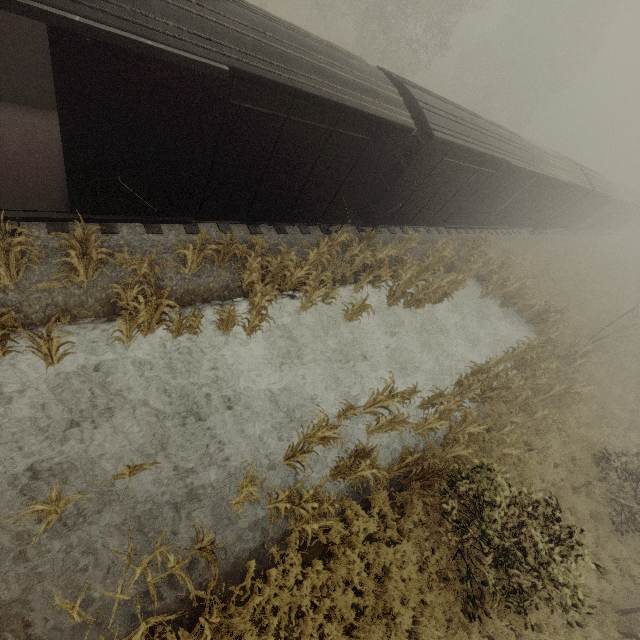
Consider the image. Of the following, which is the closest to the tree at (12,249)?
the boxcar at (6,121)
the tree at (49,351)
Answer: the boxcar at (6,121)

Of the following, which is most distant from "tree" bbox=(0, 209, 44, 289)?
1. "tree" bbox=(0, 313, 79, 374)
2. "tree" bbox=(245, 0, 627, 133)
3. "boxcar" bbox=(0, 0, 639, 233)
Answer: "tree" bbox=(245, 0, 627, 133)

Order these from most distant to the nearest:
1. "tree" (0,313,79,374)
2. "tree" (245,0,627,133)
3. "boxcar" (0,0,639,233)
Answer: "tree" (245,0,627,133), "tree" (0,313,79,374), "boxcar" (0,0,639,233)

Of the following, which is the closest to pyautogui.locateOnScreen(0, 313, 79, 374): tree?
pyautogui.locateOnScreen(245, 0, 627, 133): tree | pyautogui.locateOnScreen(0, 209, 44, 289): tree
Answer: pyautogui.locateOnScreen(0, 209, 44, 289): tree

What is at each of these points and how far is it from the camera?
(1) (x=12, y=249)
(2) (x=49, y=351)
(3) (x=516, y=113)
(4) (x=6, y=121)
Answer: (1) tree, 6.00m
(2) tree, 6.37m
(3) tree, 46.94m
(4) boxcar, 6.97m

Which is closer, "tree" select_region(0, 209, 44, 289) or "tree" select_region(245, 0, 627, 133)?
"tree" select_region(0, 209, 44, 289)

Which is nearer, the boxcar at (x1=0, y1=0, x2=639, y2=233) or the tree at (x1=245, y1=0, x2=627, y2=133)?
the boxcar at (x1=0, y1=0, x2=639, y2=233)

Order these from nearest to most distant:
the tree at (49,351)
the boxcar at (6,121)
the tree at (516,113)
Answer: the boxcar at (6,121) < the tree at (49,351) < the tree at (516,113)
